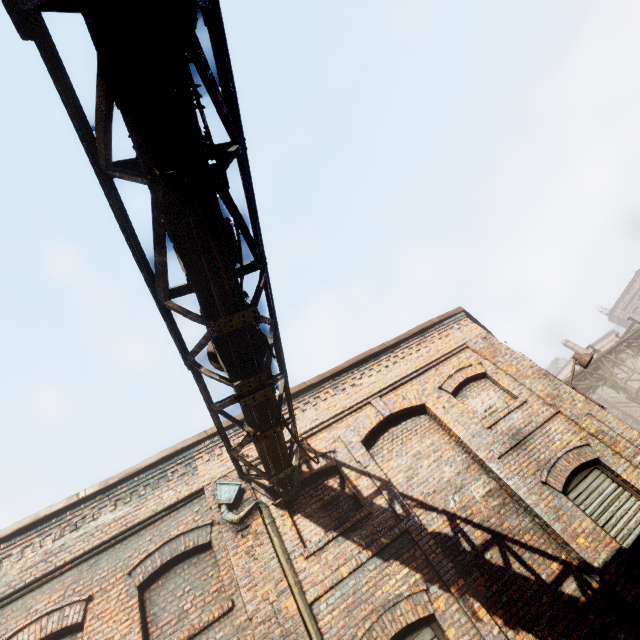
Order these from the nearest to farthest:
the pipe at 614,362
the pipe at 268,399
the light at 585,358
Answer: the pipe at 268,399 < the light at 585,358 < the pipe at 614,362

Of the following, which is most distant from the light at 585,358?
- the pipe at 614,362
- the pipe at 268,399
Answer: the pipe at 268,399

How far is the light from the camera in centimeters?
793cm

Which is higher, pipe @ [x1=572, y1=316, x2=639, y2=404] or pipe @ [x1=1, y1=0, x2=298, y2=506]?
pipe @ [x1=1, y1=0, x2=298, y2=506]

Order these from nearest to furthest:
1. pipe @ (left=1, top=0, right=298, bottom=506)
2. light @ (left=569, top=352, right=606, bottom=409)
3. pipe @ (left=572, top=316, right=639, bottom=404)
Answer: pipe @ (left=1, top=0, right=298, bottom=506) → light @ (left=569, top=352, right=606, bottom=409) → pipe @ (left=572, top=316, right=639, bottom=404)

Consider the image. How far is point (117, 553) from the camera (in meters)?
5.72

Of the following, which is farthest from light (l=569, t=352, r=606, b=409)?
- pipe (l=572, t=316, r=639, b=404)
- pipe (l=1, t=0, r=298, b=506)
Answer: pipe (l=1, t=0, r=298, b=506)
